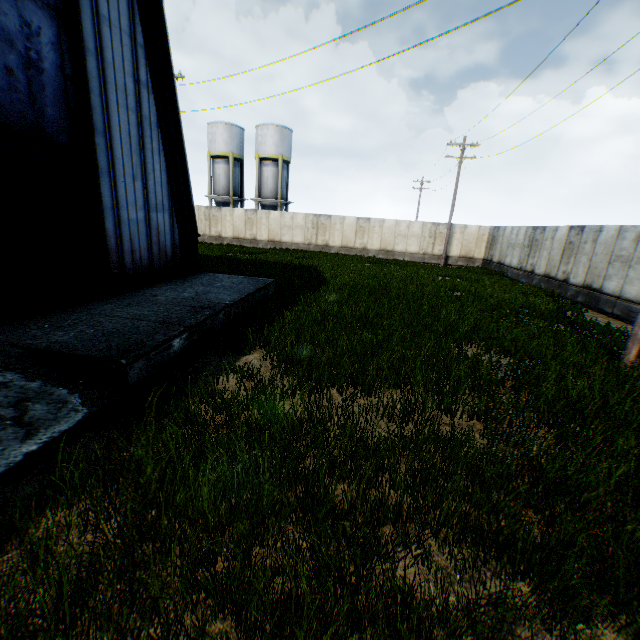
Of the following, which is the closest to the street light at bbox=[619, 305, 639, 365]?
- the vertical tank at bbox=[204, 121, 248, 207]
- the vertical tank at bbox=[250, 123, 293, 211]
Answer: the vertical tank at bbox=[250, 123, 293, 211]

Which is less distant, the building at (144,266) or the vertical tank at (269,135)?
the building at (144,266)

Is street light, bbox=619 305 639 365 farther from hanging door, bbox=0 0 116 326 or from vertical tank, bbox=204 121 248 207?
vertical tank, bbox=204 121 248 207

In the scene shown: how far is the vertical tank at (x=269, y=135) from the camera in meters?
34.6 m

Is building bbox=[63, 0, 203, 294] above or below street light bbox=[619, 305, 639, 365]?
above

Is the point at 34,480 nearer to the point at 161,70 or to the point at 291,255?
the point at 161,70

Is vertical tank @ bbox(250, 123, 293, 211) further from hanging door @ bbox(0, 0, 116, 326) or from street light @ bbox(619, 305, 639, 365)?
street light @ bbox(619, 305, 639, 365)

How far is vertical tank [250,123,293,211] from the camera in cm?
3462
